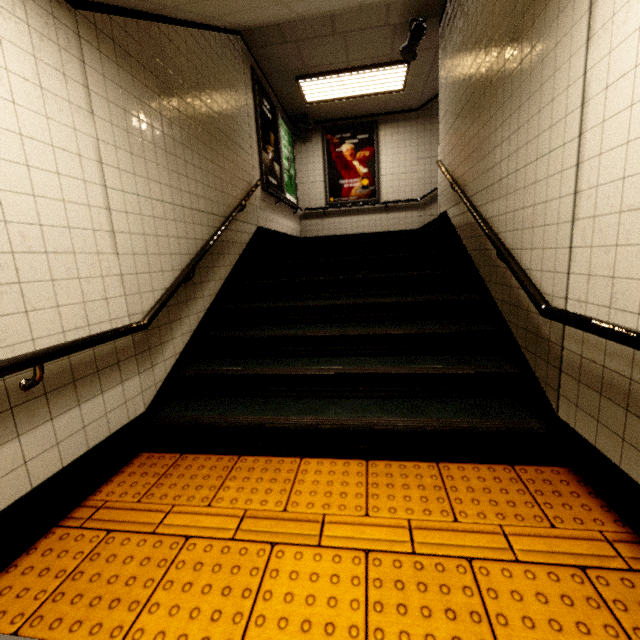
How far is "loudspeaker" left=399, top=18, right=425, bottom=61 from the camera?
4.5 meters

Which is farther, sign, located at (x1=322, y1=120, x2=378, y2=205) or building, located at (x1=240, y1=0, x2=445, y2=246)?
sign, located at (x1=322, y1=120, x2=378, y2=205)

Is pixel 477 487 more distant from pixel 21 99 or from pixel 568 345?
pixel 21 99

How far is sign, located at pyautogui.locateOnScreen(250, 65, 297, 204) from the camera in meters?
5.1

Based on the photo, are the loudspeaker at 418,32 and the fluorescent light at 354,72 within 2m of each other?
yes

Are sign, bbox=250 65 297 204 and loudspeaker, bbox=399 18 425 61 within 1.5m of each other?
no

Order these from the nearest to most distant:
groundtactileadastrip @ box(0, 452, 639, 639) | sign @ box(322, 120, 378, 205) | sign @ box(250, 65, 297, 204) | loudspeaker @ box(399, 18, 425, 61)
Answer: groundtactileadastrip @ box(0, 452, 639, 639)
loudspeaker @ box(399, 18, 425, 61)
sign @ box(250, 65, 297, 204)
sign @ box(322, 120, 378, 205)

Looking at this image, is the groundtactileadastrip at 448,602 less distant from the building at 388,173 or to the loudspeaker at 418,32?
the building at 388,173
